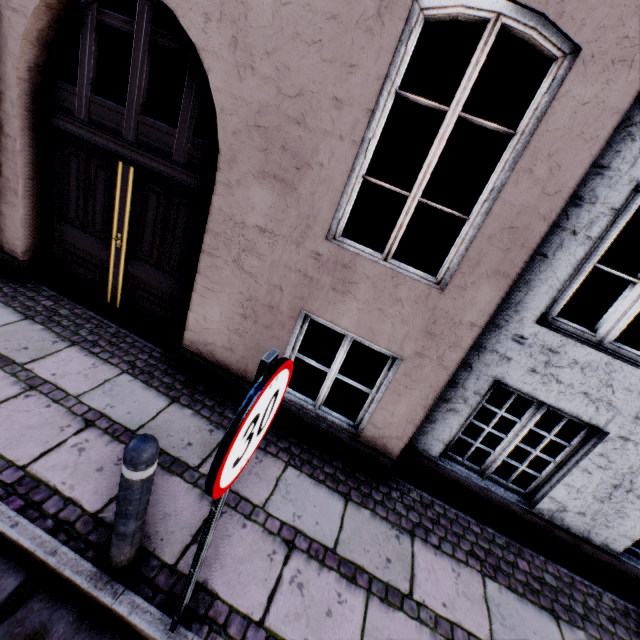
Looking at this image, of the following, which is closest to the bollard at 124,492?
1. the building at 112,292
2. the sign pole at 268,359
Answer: the sign pole at 268,359

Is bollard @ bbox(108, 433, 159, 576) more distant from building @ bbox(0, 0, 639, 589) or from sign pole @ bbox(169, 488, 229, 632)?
building @ bbox(0, 0, 639, 589)

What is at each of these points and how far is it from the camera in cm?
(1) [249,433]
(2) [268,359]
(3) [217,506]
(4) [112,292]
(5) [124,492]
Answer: (1) sign, 112
(2) sign pole, 106
(3) sign pole, 136
(4) building, 417
(5) bollard, 165

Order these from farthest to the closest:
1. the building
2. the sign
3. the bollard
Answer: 1. the building
2. the bollard
3. the sign

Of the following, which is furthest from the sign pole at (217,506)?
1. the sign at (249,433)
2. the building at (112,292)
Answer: the building at (112,292)

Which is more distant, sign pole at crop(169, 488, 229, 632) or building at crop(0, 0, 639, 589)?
building at crop(0, 0, 639, 589)

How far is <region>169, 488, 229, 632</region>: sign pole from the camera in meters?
1.4

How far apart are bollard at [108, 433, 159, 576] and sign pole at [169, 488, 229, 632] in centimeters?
43cm
